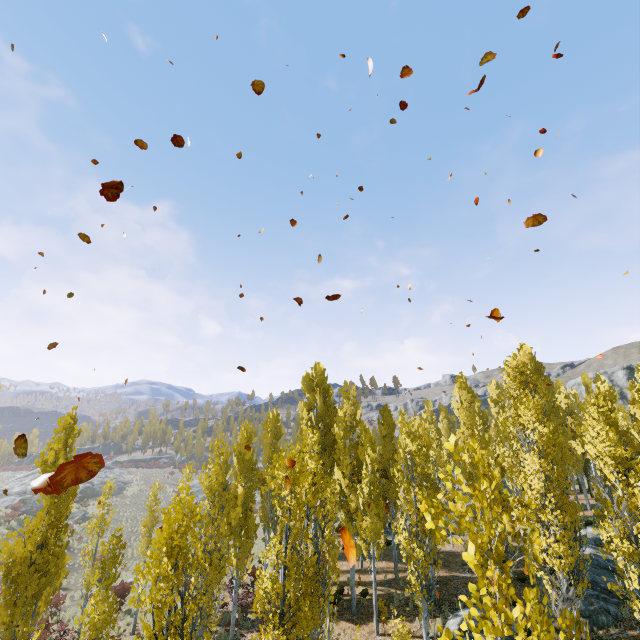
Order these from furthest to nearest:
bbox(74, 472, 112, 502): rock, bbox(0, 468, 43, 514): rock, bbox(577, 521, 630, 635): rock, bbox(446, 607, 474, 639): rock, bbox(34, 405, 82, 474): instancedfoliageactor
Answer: bbox(74, 472, 112, 502): rock → bbox(0, 468, 43, 514): rock → bbox(446, 607, 474, 639): rock → bbox(577, 521, 630, 635): rock → bbox(34, 405, 82, 474): instancedfoliageactor

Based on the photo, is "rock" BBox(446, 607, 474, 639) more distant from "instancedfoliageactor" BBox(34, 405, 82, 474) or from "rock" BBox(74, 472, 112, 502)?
"rock" BBox(74, 472, 112, 502)

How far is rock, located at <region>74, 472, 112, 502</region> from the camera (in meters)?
50.28

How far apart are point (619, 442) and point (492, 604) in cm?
1256

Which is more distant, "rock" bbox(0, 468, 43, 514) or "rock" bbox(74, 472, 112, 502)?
"rock" bbox(74, 472, 112, 502)

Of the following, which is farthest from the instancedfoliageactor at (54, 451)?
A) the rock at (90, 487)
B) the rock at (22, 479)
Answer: the rock at (22, 479)

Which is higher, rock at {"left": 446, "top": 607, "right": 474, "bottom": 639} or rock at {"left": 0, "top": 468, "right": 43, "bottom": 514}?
rock at {"left": 0, "top": 468, "right": 43, "bottom": 514}

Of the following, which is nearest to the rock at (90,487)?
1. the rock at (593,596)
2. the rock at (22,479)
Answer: the rock at (22,479)
